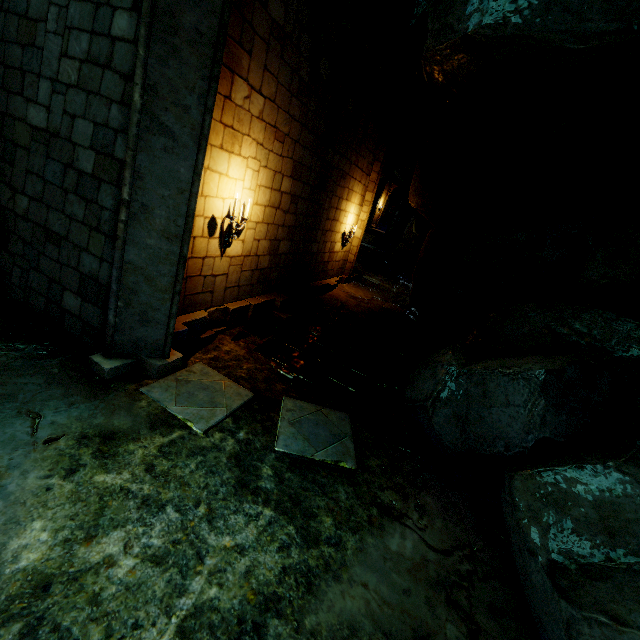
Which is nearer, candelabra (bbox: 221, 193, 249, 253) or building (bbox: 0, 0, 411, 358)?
building (bbox: 0, 0, 411, 358)

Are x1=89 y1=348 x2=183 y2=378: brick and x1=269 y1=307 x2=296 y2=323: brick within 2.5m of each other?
no

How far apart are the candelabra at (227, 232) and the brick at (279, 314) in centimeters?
241cm

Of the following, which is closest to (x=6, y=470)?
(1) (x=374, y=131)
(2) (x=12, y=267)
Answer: (2) (x=12, y=267)

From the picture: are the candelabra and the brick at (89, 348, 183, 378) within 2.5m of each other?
yes

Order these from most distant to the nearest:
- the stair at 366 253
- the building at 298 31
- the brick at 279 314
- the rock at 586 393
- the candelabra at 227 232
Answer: the stair at 366 253
the brick at 279 314
the candelabra at 227 232
the building at 298 31
the rock at 586 393

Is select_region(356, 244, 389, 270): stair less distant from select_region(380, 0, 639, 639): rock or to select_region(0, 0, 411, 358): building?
select_region(380, 0, 639, 639): rock

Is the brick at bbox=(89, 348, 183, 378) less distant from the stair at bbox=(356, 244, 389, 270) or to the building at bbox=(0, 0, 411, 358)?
the building at bbox=(0, 0, 411, 358)
